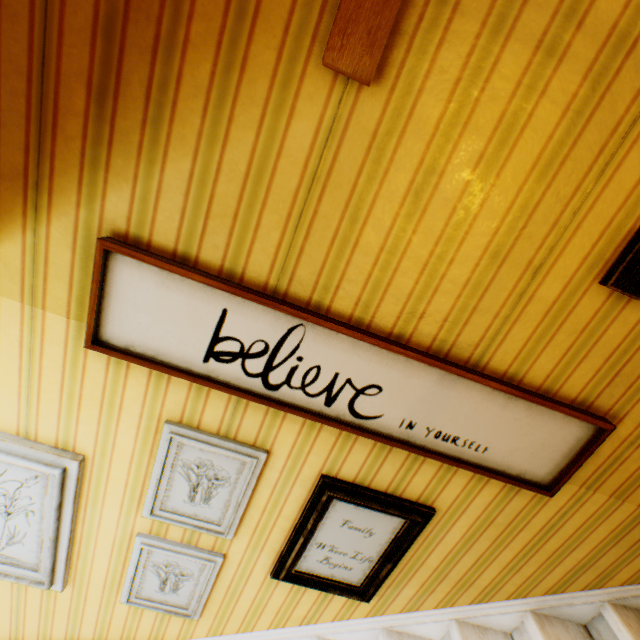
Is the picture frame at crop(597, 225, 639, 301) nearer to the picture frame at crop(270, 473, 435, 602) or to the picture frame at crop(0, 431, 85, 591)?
the picture frame at crop(270, 473, 435, 602)

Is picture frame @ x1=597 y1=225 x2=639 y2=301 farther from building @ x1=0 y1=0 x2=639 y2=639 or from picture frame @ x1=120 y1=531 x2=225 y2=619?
picture frame @ x1=120 y1=531 x2=225 y2=619

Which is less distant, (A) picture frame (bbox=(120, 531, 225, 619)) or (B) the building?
A: (B) the building

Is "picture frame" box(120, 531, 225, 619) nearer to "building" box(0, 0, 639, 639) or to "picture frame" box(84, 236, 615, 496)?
"building" box(0, 0, 639, 639)

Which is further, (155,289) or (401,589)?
(401,589)

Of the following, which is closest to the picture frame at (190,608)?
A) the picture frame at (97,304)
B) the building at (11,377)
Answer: the building at (11,377)

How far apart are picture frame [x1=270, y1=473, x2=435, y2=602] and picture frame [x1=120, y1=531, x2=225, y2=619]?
0.3m

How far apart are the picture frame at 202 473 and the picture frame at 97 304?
0.3 meters
